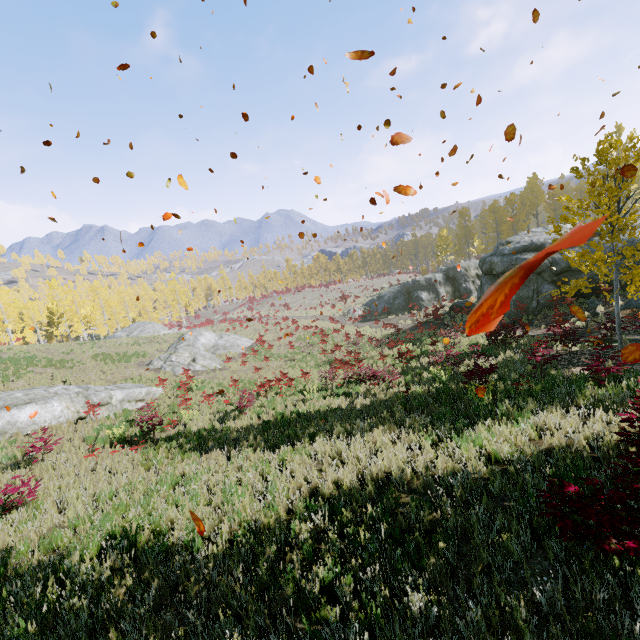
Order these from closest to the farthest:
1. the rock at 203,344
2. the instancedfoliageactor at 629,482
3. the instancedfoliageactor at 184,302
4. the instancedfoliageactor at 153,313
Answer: the instancedfoliageactor at 629,482
the rock at 203,344
the instancedfoliageactor at 184,302
the instancedfoliageactor at 153,313

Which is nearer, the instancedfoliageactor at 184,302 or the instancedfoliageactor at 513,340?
the instancedfoliageactor at 513,340

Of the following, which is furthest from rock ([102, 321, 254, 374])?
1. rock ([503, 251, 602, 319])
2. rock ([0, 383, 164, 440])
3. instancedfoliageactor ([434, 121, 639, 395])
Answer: instancedfoliageactor ([434, 121, 639, 395])

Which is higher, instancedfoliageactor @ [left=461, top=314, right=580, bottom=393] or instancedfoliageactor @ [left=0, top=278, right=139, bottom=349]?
instancedfoliageactor @ [left=0, top=278, right=139, bottom=349]

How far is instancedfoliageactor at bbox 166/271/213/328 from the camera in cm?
5434

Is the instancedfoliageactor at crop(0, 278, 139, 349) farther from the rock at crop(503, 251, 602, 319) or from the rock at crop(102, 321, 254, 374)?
the rock at crop(102, 321, 254, 374)

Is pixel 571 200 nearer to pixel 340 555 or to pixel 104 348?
pixel 340 555

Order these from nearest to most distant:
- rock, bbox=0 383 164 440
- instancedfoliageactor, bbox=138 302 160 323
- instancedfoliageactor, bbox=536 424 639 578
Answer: instancedfoliageactor, bbox=536 424 639 578 < rock, bbox=0 383 164 440 < instancedfoliageactor, bbox=138 302 160 323
